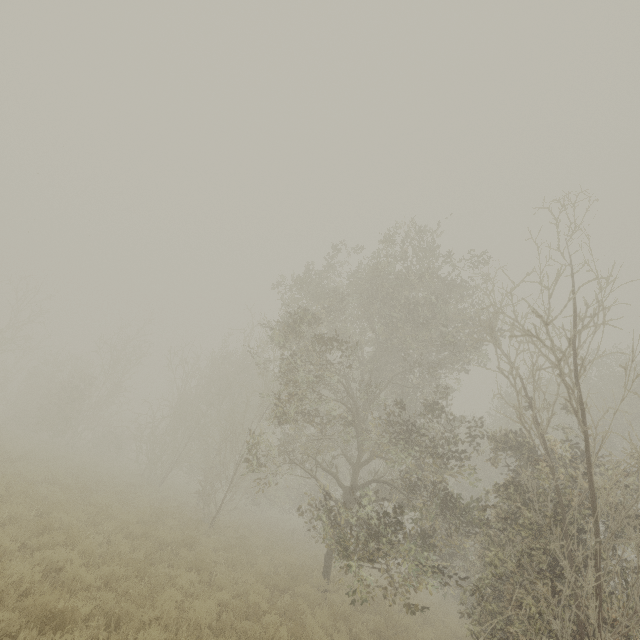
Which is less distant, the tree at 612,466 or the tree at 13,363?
the tree at 612,466

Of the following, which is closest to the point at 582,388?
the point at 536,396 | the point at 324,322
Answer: the point at 536,396

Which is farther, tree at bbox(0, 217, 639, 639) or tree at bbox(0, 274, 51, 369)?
tree at bbox(0, 274, 51, 369)
